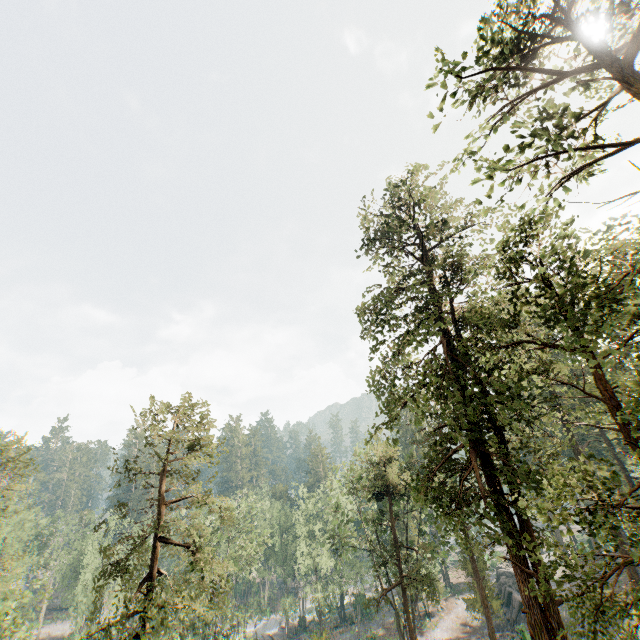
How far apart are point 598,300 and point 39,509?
70.0 meters

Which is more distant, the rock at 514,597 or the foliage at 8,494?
the rock at 514,597

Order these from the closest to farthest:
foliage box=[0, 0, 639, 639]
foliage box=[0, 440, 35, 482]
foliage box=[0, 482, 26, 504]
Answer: foliage box=[0, 0, 639, 639] → foliage box=[0, 482, 26, 504] → foliage box=[0, 440, 35, 482]

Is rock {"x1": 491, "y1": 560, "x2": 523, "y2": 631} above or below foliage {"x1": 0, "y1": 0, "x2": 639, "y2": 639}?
below

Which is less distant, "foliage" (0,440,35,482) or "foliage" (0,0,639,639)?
"foliage" (0,0,639,639)

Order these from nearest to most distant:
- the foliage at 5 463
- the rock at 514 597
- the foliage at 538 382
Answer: the foliage at 538 382
the foliage at 5 463
the rock at 514 597
